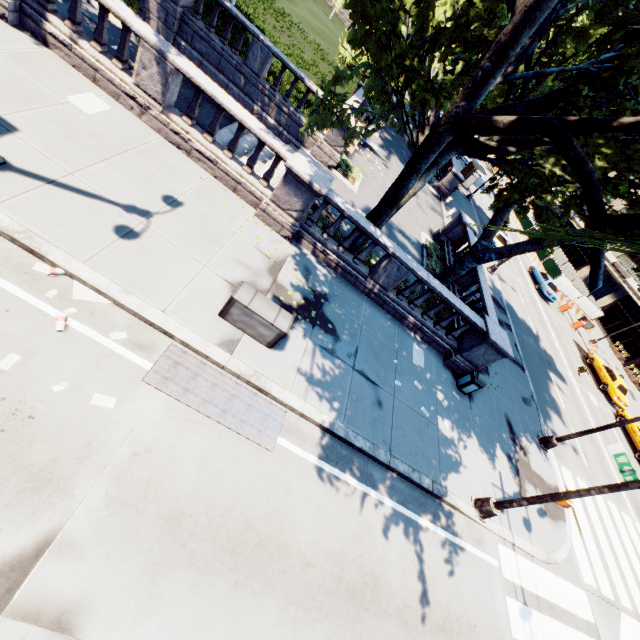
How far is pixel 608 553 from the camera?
13.23m

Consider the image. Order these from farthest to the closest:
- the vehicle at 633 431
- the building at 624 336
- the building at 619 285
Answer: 1. the building at 619 285
2. the building at 624 336
3. the vehicle at 633 431

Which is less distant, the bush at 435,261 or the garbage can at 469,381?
the garbage can at 469,381

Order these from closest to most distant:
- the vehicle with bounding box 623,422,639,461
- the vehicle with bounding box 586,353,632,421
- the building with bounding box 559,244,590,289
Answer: the vehicle with bounding box 623,422,639,461 < the vehicle with bounding box 586,353,632,421 < the building with bounding box 559,244,590,289

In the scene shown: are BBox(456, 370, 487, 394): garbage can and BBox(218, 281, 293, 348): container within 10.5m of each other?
yes

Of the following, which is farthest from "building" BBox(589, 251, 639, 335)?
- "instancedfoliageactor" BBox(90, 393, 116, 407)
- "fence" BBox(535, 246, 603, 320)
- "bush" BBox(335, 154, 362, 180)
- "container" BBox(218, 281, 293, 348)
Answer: "instancedfoliageactor" BBox(90, 393, 116, 407)

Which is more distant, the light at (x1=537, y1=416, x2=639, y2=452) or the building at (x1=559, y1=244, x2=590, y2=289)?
the building at (x1=559, y1=244, x2=590, y2=289)

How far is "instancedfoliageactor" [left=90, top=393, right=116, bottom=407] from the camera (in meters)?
5.46
